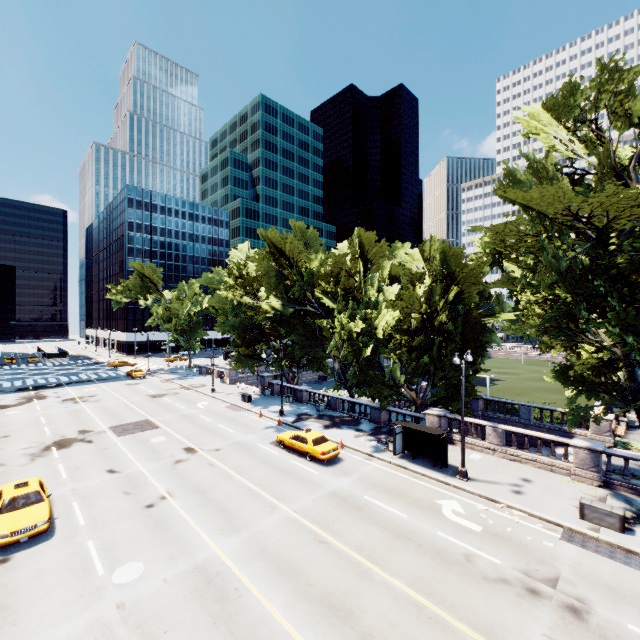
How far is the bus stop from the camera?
20.2m

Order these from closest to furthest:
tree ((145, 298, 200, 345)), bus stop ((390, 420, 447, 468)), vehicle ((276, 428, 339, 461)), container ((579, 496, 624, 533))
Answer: container ((579, 496, 624, 533)) < bus stop ((390, 420, 447, 468)) < vehicle ((276, 428, 339, 461)) < tree ((145, 298, 200, 345))

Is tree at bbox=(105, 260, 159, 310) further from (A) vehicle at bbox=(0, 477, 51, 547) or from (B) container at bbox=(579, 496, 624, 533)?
(A) vehicle at bbox=(0, 477, 51, 547)

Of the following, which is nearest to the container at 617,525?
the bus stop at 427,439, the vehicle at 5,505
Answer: the bus stop at 427,439

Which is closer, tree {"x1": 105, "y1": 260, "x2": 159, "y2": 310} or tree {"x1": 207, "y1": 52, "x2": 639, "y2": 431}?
tree {"x1": 207, "y1": 52, "x2": 639, "y2": 431}

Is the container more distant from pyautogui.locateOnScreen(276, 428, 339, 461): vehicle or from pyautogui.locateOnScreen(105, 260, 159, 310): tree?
pyautogui.locateOnScreen(276, 428, 339, 461): vehicle

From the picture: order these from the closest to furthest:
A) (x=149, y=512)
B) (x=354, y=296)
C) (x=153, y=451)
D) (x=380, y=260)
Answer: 1. (x=149, y=512)
2. (x=153, y=451)
3. (x=354, y=296)
4. (x=380, y=260)

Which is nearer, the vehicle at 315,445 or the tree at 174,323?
the vehicle at 315,445
